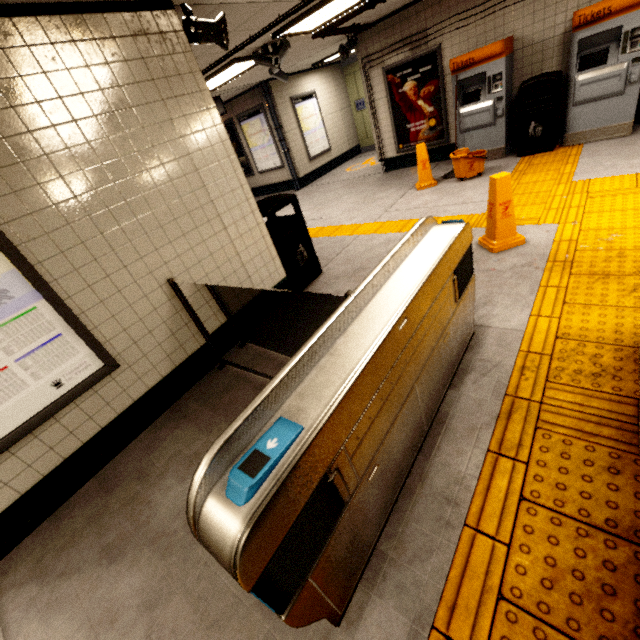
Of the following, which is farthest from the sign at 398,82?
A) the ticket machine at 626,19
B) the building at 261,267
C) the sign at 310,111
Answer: the building at 261,267

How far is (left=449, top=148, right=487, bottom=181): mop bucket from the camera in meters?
5.7

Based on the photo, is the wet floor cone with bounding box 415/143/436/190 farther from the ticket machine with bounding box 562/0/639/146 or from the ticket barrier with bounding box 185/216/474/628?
the ticket barrier with bounding box 185/216/474/628

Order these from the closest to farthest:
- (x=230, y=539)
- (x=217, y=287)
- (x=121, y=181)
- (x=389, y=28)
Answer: (x=230, y=539) → (x=121, y=181) → (x=217, y=287) → (x=389, y=28)

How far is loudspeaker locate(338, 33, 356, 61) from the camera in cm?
693

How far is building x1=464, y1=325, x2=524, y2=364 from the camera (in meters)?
2.40

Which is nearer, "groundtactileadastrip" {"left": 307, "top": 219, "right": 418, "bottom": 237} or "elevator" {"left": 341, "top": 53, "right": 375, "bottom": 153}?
"groundtactileadastrip" {"left": 307, "top": 219, "right": 418, "bottom": 237}

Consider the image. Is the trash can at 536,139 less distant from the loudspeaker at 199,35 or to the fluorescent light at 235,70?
the fluorescent light at 235,70
